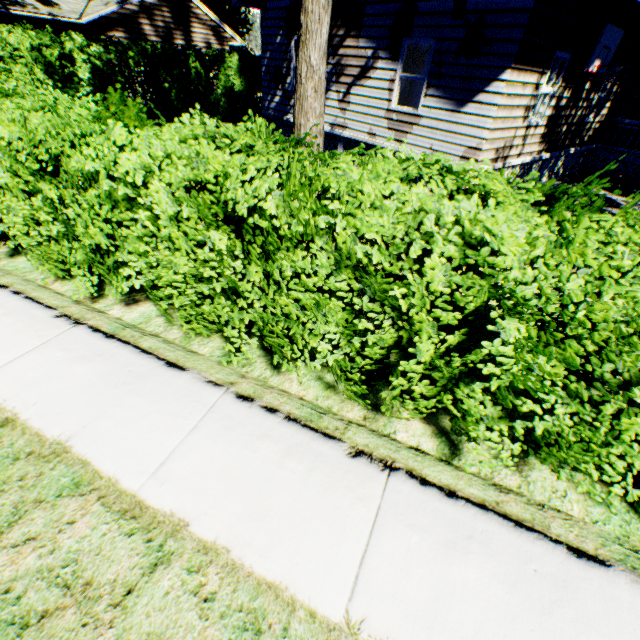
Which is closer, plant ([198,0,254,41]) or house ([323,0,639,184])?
house ([323,0,639,184])

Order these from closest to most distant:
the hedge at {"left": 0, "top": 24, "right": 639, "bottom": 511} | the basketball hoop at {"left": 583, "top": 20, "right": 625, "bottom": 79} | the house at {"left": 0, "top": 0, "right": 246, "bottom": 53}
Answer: the hedge at {"left": 0, "top": 24, "right": 639, "bottom": 511}, the basketball hoop at {"left": 583, "top": 20, "right": 625, "bottom": 79}, the house at {"left": 0, "top": 0, "right": 246, "bottom": 53}

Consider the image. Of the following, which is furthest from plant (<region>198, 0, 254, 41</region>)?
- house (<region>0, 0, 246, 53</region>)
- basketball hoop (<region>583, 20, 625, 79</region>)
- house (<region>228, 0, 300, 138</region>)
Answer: basketball hoop (<region>583, 20, 625, 79</region>)

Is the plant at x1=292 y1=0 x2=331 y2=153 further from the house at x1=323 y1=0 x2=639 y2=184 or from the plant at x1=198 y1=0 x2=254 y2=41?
the house at x1=323 y1=0 x2=639 y2=184

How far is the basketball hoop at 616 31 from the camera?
8.3m

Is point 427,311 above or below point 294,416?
above

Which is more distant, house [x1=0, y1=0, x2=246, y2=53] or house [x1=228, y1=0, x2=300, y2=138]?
house [x1=0, y1=0, x2=246, y2=53]

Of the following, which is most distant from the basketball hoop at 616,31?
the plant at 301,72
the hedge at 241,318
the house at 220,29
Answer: the house at 220,29
